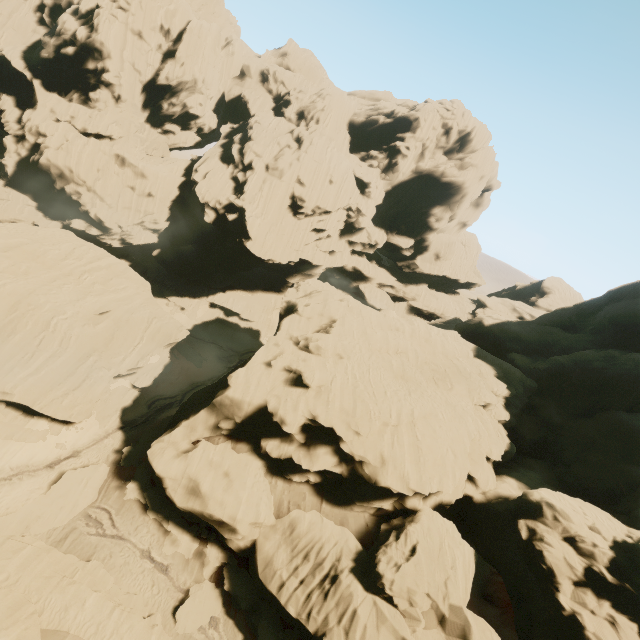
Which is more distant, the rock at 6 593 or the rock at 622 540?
the rock at 622 540

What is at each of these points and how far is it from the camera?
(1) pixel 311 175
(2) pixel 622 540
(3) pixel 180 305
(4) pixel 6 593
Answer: (1) rock, 56.6m
(2) rock, 19.0m
(3) rock, 58.6m
(4) rock, 13.6m

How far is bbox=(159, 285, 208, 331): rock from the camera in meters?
58.0

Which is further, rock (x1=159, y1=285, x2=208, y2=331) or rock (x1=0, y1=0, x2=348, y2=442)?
rock (x1=159, y1=285, x2=208, y2=331)
